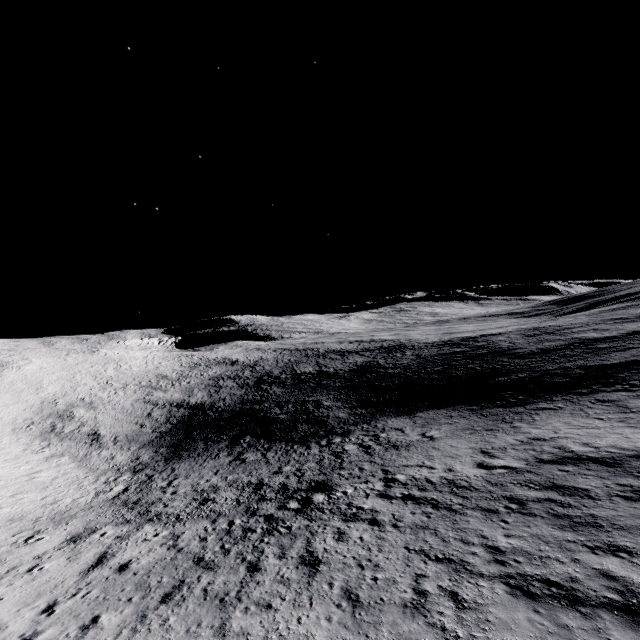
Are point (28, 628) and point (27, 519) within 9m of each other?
no
